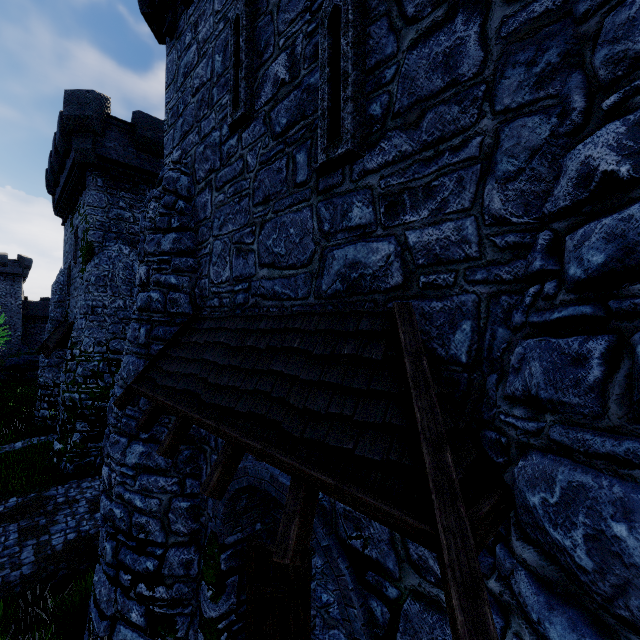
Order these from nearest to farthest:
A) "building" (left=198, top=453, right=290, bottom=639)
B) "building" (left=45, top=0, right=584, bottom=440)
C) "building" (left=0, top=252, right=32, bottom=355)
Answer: "building" (left=45, top=0, right=584, bottom=440)
"building" (left=198, top=453, right=290, bottom=639)
"building" (left=0, top=252, right=32, bottom=355)

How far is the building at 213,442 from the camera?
5.51m

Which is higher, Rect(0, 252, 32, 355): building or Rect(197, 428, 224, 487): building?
Rect(0, 252, 32, 355): building

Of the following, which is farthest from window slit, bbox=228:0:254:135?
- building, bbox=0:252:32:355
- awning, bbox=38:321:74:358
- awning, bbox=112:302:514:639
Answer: building, bbox=0:252:32:355

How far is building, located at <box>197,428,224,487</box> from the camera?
5.5m

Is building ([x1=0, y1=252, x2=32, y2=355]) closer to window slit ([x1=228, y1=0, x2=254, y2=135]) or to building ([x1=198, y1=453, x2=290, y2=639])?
building ([x1=198, y1=453, x2=290, y2=639])

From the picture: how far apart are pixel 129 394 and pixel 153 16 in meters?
9.0

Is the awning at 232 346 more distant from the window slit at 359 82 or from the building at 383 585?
the window slit at 359 82
